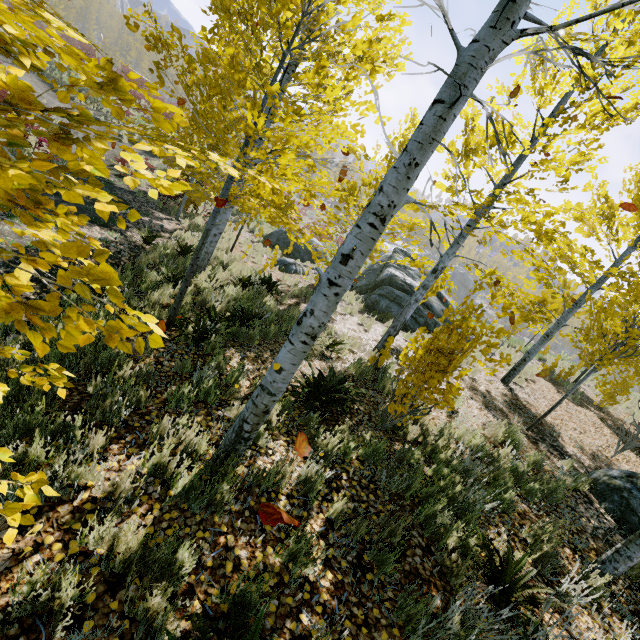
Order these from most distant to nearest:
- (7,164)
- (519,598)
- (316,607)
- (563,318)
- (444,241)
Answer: (563,318) → (444,241) → (519,598) → (316,607) → (7,164)

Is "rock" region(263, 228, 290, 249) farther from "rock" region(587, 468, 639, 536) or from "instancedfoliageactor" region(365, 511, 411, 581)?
"rock" region(587, 468, 639, 536)

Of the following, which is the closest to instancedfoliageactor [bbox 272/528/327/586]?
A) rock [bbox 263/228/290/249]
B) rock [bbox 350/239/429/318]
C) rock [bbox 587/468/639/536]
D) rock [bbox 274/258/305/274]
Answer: rock [bbox 587/468/639/536]

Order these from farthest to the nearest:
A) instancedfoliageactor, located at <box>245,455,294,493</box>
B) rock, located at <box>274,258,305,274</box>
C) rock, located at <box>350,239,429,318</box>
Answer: rock, located at <box>274,258,305,274</box> < rock, located at <box>350,239,429,318</box> < instancedfoliageactor, located at <box>245,455,294,493</box>

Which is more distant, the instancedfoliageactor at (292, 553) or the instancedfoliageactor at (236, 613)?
the instancedfoliageactor at (292, 553)

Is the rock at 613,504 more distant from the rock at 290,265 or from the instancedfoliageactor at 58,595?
the rock at 290,265

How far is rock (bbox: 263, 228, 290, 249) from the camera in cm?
1759

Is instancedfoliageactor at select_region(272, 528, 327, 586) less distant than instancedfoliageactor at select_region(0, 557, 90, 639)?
No
